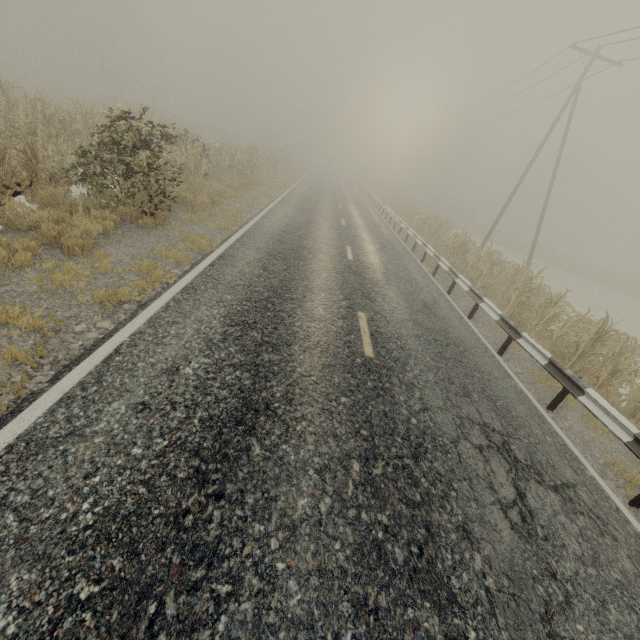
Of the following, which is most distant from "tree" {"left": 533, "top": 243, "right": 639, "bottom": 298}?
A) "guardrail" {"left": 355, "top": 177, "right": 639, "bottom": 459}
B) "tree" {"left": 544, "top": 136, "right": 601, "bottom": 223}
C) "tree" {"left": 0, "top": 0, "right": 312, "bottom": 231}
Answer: "guardrail" {"left": 355, "top": 177, "right": 639, "bottom": 459}

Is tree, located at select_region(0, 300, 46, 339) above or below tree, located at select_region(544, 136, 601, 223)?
below

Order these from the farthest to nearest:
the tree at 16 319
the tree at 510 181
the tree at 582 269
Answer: the tree at 510 181, the tree at 582 269, the tree at 16 319

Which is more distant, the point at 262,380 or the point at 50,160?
the point at 50,160

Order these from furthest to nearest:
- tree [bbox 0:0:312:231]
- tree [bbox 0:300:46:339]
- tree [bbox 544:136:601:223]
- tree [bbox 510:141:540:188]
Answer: tree [bbox 510:141:540:188] → tree [bbox 544:136:601:223] → tree [bbox 0:0:312:231] → tree [bbox 0:300:46:339]

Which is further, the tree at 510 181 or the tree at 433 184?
the tree at 510 181

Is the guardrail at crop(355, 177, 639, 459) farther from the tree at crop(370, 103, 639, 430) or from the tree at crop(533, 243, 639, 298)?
the tree at crop(533, 243, 639, 298)

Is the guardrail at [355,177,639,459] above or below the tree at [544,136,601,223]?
below
